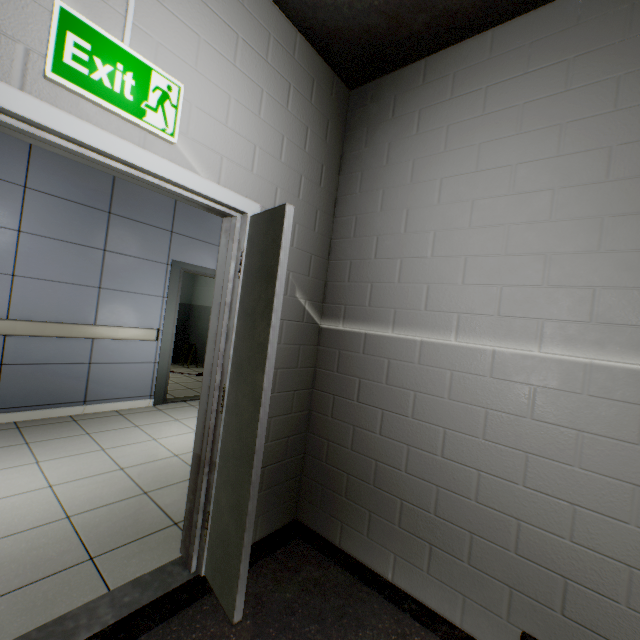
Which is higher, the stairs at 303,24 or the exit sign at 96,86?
the stairs at 303,24

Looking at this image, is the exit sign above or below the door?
above

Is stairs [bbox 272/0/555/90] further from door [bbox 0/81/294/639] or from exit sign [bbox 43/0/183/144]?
exit sign [bbox 43/0/183/144]

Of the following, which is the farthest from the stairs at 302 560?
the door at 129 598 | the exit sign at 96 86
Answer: the exit sign at 96 86

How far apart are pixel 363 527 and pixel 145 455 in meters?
2.3 m

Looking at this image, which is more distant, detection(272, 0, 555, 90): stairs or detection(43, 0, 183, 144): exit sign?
detection(272, 0, 555, 90): stairs

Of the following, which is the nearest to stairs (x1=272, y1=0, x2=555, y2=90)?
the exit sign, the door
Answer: the door
